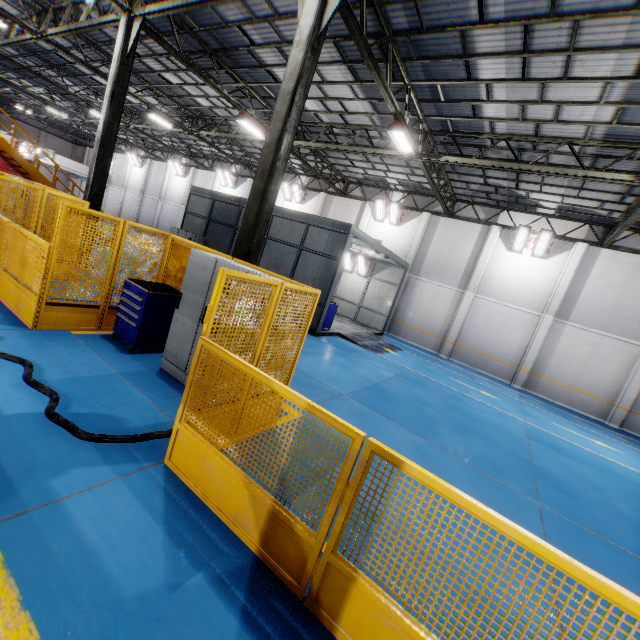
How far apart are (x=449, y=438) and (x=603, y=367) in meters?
13.9 m

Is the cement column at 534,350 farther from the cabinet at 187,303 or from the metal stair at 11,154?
the metal stair at 11,154

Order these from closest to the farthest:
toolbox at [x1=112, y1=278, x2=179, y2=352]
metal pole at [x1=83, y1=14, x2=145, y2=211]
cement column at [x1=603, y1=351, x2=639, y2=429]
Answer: toolbox at [x1=112, y1=278, x2=179, y2=352] < metal pole at [x1=83, y1=14, x2=145, y2=211] < cement column at [x1=603, y1=351, x2=639, y2=429]

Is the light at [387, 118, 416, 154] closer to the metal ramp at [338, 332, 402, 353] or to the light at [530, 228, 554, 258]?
the metal ramp at [338, 332, 402, 353]

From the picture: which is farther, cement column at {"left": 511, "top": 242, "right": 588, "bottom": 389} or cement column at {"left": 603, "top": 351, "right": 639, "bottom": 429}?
cement column at {"left": 511, "top": 242, "right": 588, "bottom": 389}

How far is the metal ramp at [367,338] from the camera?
13.95m

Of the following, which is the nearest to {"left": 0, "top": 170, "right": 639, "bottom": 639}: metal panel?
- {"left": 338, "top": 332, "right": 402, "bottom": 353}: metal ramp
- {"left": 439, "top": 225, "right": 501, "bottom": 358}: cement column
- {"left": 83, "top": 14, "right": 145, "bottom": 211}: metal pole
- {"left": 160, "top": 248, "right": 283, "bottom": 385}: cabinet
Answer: {"left": 160, "top": 248, "right": 283, "bottom": 385}: cabinet

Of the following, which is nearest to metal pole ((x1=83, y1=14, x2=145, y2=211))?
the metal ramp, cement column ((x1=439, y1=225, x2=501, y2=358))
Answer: the metal ramp
